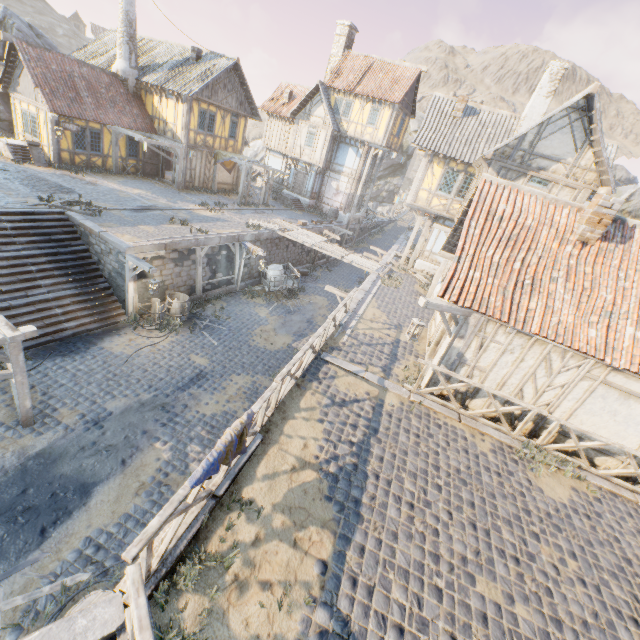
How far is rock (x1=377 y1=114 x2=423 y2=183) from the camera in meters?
57.7 m

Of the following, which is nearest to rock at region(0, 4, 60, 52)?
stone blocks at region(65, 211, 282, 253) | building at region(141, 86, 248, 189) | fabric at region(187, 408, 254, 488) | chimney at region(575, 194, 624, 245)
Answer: stone blocks at region(65, 211, 282, 253)

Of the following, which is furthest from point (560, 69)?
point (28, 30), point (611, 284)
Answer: point (28, 30)

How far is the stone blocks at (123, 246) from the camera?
12.7m

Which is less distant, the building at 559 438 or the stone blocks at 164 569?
the stone blocks at 164 569

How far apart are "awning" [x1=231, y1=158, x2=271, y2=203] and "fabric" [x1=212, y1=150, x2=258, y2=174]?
0.01m

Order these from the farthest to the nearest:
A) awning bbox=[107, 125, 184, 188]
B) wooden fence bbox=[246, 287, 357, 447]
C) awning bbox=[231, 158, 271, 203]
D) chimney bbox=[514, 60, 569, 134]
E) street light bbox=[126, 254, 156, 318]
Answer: awning bbox=[231, 158, 271, 203]
awning bbox=[107, 125, 184, 188]
chimney bbox=[514, 60, 569, 134]
street light bbox=[126, 254, 156, 318]
wooden fence bbox=[246, 287, 357, 447]

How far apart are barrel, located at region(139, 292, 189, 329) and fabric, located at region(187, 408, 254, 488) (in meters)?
10.20
